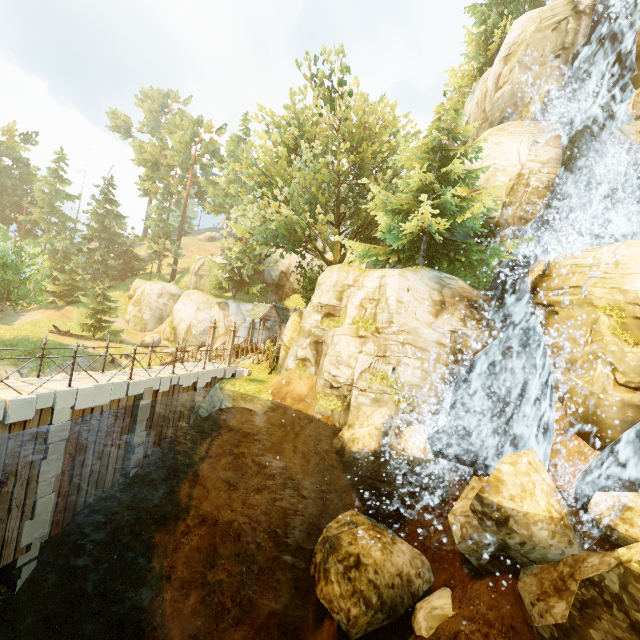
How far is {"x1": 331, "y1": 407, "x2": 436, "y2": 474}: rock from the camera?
11.5 meters

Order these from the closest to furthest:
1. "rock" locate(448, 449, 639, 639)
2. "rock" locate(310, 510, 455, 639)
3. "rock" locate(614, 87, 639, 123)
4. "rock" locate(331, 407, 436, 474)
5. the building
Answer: "rock" locate(448, 449, 639, 639) < "rock" locate(310, 510, 455, 639) < "rock" locate(331, 407, 436, 474) < "rock" locate(614, 87, 639, 123) < the building

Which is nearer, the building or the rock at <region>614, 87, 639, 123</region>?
the rock at <region>614, 87, 639, 123</region>

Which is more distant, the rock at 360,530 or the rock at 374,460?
the rock at 374,460

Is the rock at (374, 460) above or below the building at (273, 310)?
below

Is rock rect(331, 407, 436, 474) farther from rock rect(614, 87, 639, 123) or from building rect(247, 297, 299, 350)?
rock rect(614, 87, 639, 123)

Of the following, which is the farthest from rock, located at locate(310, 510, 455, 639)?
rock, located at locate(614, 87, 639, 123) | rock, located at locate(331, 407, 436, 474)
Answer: rock, located at locate(614, 87, 639, 123)

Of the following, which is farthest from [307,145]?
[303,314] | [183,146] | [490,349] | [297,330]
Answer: [183,146]
